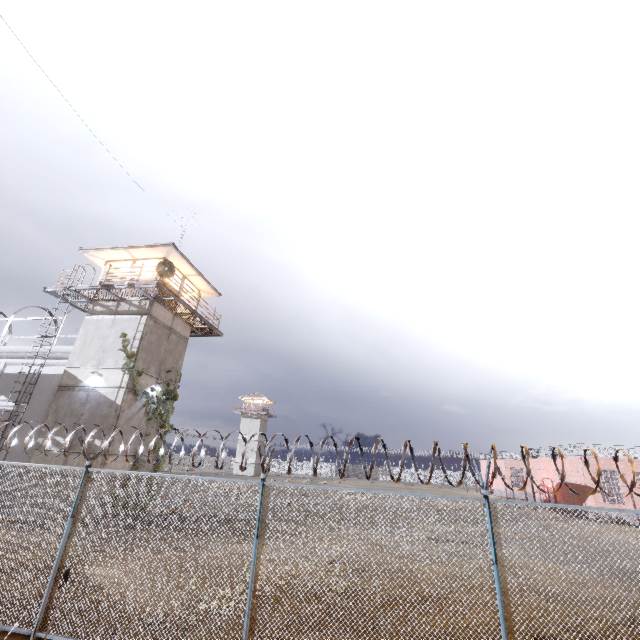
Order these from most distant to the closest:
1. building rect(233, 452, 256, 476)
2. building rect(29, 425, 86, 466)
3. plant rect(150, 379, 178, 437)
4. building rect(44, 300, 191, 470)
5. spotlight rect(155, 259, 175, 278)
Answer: building rect(233, 452, 256, 476) < plant rect(150, 379, 178, 437) < spotlight rect(155, 259, 175, 278) < building rect(44, 300, 191, 470) < building rect(29, 425, 86, 466)

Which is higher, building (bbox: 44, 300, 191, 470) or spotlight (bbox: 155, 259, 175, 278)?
spotlight (bbox: 155, 259, 175, 278)

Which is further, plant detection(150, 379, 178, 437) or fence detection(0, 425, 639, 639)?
plant detection(150, 379, 178, 437)

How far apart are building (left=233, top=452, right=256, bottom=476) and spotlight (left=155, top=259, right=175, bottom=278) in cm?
5051

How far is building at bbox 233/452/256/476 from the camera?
58.7m

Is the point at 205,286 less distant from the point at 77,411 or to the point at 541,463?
the point at 77,411

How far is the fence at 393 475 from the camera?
5.6m

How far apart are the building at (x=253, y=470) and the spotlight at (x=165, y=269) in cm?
5051
